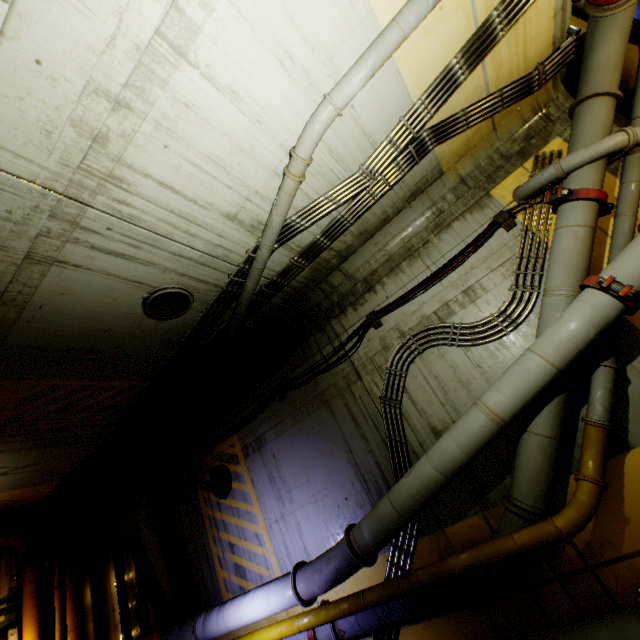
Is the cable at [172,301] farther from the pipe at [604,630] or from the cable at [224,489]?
the cable at [224,489]

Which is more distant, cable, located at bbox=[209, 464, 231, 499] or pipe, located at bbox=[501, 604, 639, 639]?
cable, located at bbox=[209, 464, 231, 499]

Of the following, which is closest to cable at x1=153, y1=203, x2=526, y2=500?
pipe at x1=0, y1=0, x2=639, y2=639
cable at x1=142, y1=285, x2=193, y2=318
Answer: pipe at x1=0, y1=0, x2=639, y2=639

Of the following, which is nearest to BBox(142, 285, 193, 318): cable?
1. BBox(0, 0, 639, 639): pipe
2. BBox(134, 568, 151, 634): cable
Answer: BBox(0, 0, 639, 639): pipe

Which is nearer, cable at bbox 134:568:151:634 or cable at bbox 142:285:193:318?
cable at bbox 142:285:193:318

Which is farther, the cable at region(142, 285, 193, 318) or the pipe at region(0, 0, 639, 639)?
the cable at region(142, 285, 193, 318)

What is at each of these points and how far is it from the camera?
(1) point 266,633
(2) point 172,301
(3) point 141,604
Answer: (1) pipe, 5.8m
(2) cable, 5.7m
(3) cable, 9.3m

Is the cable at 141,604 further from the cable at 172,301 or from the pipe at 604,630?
the cable at 172,301
